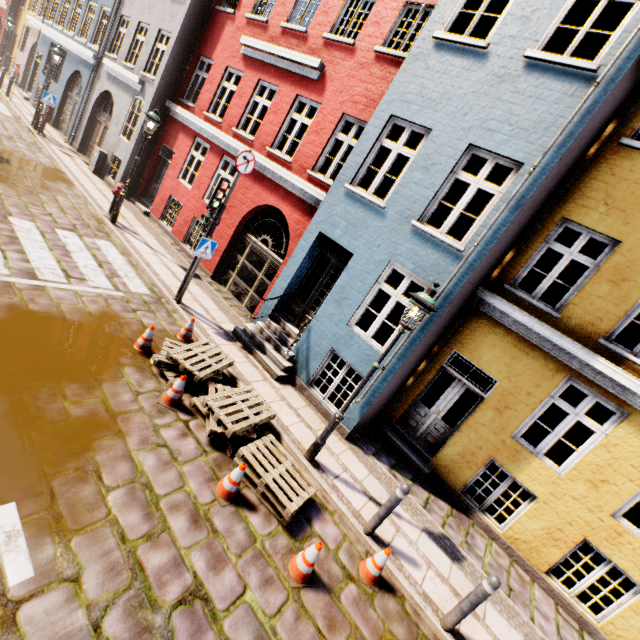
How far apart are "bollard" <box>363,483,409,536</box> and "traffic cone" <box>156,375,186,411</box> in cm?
363

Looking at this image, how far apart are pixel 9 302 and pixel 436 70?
9.22m

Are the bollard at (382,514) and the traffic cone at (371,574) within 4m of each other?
yes

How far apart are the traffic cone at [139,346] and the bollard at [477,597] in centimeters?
632cm

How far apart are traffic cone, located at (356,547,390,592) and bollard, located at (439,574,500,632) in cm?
98

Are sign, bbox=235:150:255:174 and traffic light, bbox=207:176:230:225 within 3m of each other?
yes

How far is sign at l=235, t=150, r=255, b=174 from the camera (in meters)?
7.27

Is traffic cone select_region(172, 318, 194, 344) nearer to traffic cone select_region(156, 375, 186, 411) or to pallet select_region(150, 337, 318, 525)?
pallet select_region(150, 337, 318, 525)
